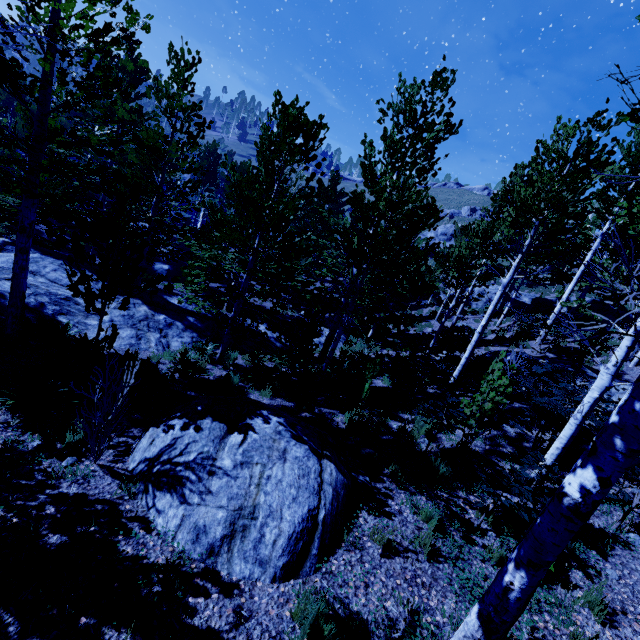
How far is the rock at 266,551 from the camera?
3.7 meters

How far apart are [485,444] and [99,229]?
9.16m

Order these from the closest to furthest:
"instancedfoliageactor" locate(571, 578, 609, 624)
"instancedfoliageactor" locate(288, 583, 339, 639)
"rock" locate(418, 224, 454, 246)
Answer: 1. "instancedfoliageactor" locate(288, 583, 339, 639)
2. "instancedfoliageactor" locate(571, 578, 609, 624)
3. "rock" locate(418, 224, 454, 246)

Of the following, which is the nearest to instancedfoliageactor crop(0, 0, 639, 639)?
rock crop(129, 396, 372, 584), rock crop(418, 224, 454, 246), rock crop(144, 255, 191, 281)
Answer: rock crop(129, 396, 372, 584)

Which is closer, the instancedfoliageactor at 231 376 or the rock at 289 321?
the instancedfoliageactor at 231 376

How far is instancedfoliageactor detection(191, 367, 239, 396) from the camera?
7.4m

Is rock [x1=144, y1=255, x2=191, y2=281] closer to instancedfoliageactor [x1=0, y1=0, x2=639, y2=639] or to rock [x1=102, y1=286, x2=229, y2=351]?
instancedfoliageactor [x1=0, y1=0, x2=639, y2=639]

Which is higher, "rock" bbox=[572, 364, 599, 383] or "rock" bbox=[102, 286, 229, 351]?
"rock" bbox=[572, 364, 599, 383]
